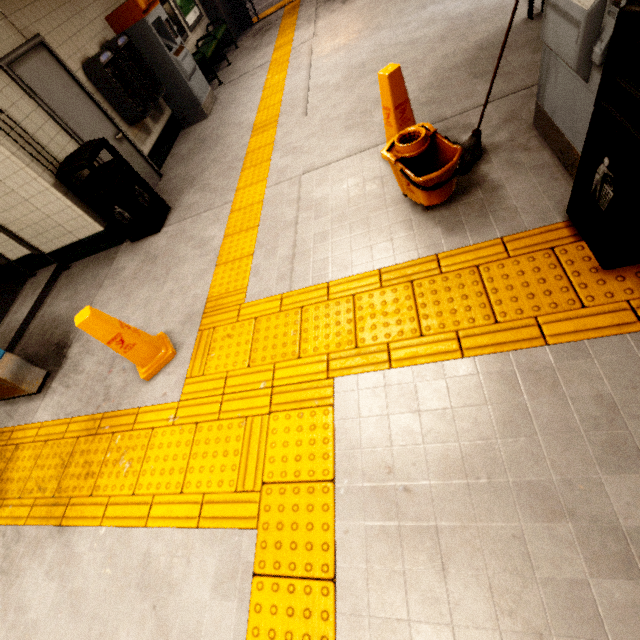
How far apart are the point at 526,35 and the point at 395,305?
3.75m

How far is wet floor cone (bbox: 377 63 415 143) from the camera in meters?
2.7

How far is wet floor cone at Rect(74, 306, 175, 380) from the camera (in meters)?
2.56

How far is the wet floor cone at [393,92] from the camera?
2.7 meters

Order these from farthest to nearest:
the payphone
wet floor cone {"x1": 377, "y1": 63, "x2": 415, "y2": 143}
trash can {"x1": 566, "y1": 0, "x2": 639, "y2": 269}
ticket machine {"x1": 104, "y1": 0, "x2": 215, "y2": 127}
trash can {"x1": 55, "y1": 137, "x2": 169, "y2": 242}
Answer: ticket machine {"x1": 104, "y1": 0, "x2": 215, "y2": 127}, the payphone, trash can {"x1": 55, "y1": 137, "x2": 169, "y2": 242}, wet floor cone {"x1": 377, "y1": 63, "x2": 415, "y2": 143}, trash can {"x1": 566, "y1": 0, "x2": 639, "y2": 269}

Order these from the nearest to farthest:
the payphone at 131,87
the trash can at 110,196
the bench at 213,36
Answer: the trash can at 110,196 < the payphone at 131,87 < the bench at 213,36

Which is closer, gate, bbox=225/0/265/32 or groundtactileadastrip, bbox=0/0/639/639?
groundtactileadastrip, bbox=0/0/639/639

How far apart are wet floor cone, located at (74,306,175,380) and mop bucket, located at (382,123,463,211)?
2.54m
